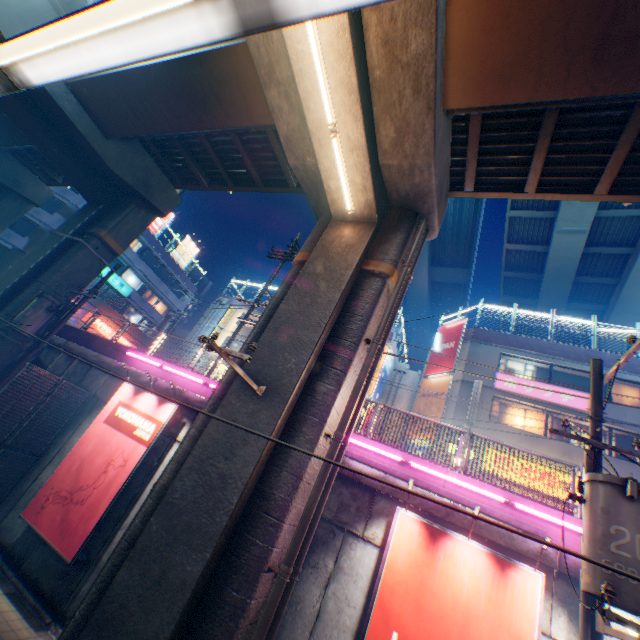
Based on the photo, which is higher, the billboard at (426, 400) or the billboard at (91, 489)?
the billboard at (426, 400)

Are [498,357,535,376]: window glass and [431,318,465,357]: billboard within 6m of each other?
yes

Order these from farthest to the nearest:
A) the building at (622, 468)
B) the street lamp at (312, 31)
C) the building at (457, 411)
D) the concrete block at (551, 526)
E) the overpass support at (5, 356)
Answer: the building at (457, 411)
the building at (622, 468)
the overpass support at (5, 356)
the concrete block at (551, 526)
the street lamp at (312, 31)

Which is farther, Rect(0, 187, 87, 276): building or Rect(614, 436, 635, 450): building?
Rect(0, 187, 87, 276): building

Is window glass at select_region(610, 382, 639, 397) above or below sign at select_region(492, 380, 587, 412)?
above

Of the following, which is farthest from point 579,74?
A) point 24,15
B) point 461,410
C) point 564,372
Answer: point 564,372

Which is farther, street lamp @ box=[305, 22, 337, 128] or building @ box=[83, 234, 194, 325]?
building @ box=[83, 234, 194, 325]

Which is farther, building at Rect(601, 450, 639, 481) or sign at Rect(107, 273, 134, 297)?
sign at Rect(107, 273, 134, 297)
